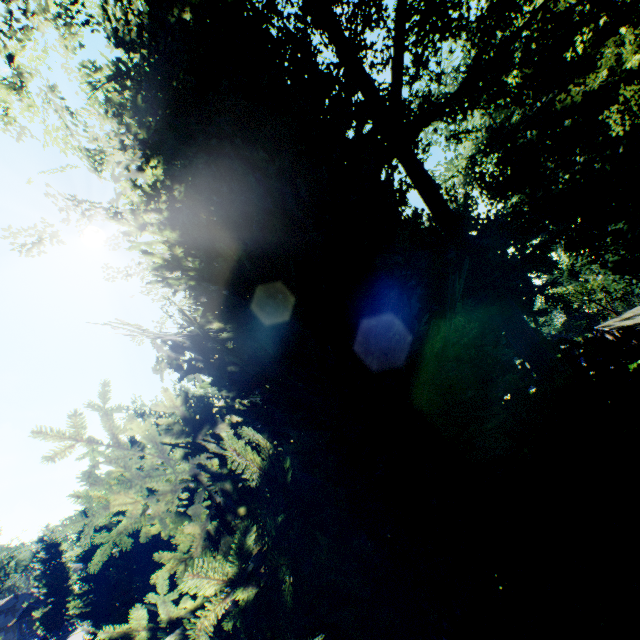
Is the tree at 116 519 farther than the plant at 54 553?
No

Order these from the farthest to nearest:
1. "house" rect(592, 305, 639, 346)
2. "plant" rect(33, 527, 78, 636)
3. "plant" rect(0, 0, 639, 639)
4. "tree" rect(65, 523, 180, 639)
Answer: "plant" rect(33, 527, 78, 636), "house" rect(592, 305, 639, 346), "tree" rect(65, 523, 180, 639), "plant" rect(0, 0, 639, 639)

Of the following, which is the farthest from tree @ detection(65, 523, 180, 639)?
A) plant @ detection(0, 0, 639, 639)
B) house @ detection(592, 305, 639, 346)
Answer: house @ detection(592, 305, 639, 346)

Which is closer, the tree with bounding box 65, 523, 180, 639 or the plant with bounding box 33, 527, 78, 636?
the tree with bounding box 65, 523, 180, 639

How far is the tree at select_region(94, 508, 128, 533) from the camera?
19.4 meters

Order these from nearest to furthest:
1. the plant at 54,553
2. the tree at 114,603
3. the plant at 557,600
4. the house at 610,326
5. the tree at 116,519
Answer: the plant at 557,600 → the tree at 114,603 → the tree at 116,519 → the house at 610,326 → the plant at 54,553

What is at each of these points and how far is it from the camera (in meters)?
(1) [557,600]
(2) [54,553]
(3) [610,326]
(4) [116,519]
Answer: (1) plant, 3.22
(2) plant, 56.97
(3) house, 41.09
(4) tree, 20.20

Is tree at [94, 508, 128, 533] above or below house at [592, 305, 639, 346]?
above
